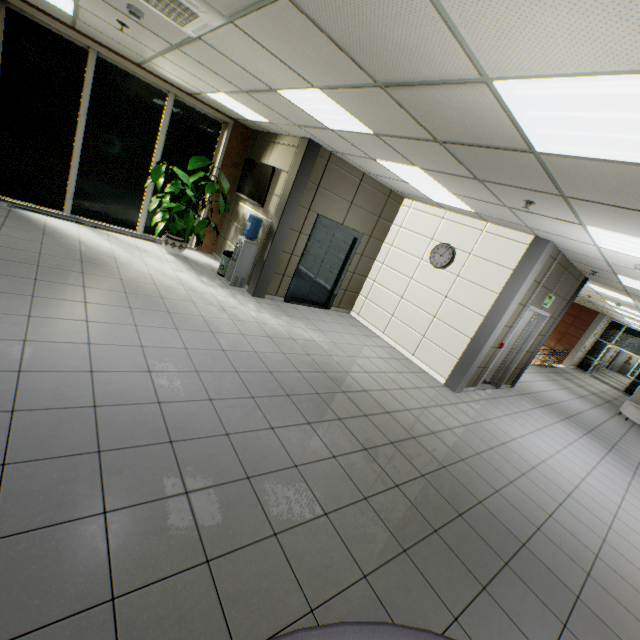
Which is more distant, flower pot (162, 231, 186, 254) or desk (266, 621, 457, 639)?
flower pot (162, 231, 186, 254)

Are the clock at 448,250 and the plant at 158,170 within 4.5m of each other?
no

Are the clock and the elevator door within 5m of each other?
yes

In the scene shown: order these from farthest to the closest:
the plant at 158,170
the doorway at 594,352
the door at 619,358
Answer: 1. the door at 619,358
2. the doorway at 594,352
3. the plant at 158,170

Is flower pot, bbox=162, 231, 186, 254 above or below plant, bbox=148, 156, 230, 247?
below

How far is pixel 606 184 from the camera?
2.7 meters

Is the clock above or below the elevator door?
above

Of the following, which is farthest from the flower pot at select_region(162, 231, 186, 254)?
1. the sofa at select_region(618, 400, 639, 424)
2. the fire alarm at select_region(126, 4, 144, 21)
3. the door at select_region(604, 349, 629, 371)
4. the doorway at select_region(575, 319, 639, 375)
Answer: the door at select_region(604, 349, 629, 371)
